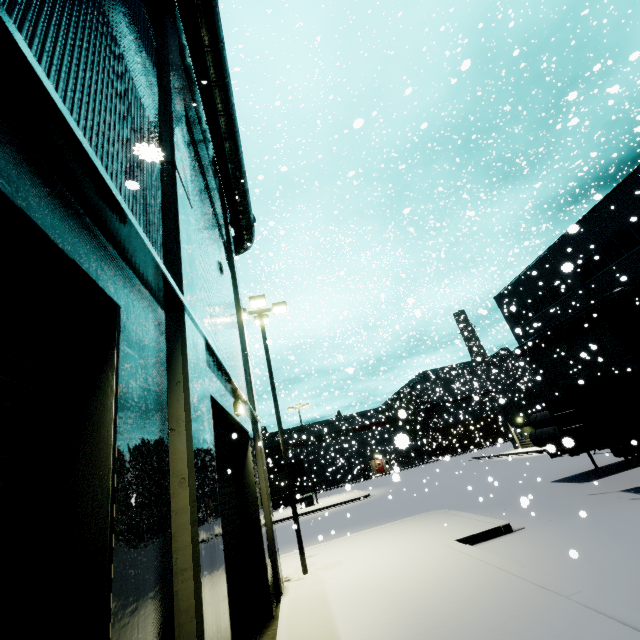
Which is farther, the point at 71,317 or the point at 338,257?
the point at 338,257

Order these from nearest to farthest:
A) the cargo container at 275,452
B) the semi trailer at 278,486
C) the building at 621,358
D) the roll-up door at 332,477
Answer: the building at 621,358
the semi trailer at 278,486
the cargo container at 275,452
the roll-up door at 332,477

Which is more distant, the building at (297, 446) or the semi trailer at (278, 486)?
the building at (297, 446)

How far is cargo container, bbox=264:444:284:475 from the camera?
44.7m

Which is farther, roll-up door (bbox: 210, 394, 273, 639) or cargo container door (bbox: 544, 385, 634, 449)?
cargo container door (bbox: 544, 385, 634, 449)

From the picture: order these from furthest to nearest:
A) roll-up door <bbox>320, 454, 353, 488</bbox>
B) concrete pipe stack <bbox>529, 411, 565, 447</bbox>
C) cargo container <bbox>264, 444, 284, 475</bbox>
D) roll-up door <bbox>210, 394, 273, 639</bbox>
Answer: roll-up door <bbox>320, 454, 353, 488</bbox> → cargo container <bbox>264, 444, 284, 475</bbox> → concrete pipe stack <bbox>529, 411, 565, 447</bbox> → roll-up door <bbox>210, 394, 273, 639</bbox>

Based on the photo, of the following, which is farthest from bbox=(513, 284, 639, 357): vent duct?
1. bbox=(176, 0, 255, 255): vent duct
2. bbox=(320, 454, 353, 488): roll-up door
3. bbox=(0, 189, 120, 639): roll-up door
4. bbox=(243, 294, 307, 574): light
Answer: bbox=(243, 294, 307, 574): light

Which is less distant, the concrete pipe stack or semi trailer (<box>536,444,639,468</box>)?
semi trailer (<box>536,444,639,468</box>)
